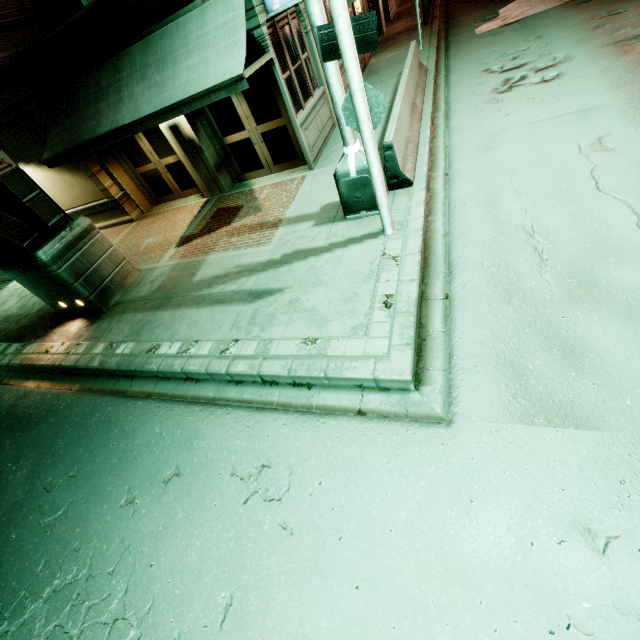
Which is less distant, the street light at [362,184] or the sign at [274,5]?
the street light at [362,184]

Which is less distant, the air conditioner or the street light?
the street light

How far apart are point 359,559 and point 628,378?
3.1m

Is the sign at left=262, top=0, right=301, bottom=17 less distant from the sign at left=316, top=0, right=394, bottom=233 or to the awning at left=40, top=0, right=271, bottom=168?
the awning at left=40, top=0, right=271, bottom=168

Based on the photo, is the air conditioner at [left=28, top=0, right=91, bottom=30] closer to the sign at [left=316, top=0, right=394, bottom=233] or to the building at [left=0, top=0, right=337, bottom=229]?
the building at [left=0, top=0, right=337, bottom=229]

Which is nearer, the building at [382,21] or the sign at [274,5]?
the sign at [274,5]

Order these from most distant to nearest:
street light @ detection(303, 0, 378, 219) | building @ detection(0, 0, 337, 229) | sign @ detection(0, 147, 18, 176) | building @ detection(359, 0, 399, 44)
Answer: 1. building @ detection(359, 0, 399, 44)
2. building @ detection(0, 0, 337, 229)
3. sign @ detection(0, 147, 18, 176)
4. street light @ detection(303, 0, 378, 219)

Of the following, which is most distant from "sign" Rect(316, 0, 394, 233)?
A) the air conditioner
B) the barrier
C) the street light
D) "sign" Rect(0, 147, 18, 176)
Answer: the air conditioner
